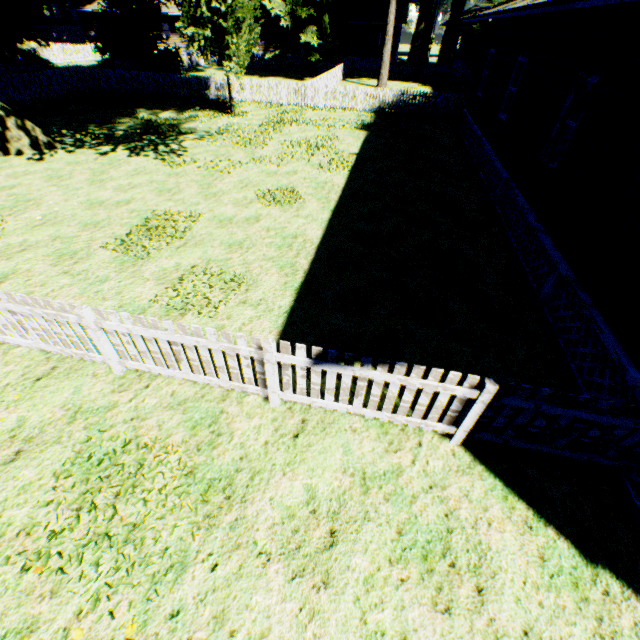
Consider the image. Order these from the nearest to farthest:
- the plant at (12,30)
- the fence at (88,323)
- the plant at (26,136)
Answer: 1. the fence at (88,323)
2. the plant at (26,136)
3. the plant at (12,30)

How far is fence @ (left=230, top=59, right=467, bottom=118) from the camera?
19.6 meters

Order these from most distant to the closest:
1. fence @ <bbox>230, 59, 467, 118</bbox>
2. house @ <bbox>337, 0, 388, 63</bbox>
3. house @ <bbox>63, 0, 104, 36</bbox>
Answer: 1. house @ <bbox>63, 0, 104, 36</bbox>
2. house @ <bbox>337, 0, 388, 63</bbox>
3. fence @ <bbox>230, 59, 467, 118</bbox>

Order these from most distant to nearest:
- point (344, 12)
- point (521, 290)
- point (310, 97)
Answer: point (344, 12)
point (310, 97)
point (521, 290)

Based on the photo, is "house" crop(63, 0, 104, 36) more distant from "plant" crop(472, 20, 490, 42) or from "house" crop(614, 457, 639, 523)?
"house" crop(614, 457, 639, 523)

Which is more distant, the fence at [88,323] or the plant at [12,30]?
the plant at [12,30]

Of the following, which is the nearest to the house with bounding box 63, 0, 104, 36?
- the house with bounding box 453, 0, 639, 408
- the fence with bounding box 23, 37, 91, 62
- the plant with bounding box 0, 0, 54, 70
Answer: the fence with bounding box 23, 37, 91, 62

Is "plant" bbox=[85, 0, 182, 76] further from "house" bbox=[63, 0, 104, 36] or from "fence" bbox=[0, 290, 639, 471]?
"house" bbox=[63, 0, 104, 36]
